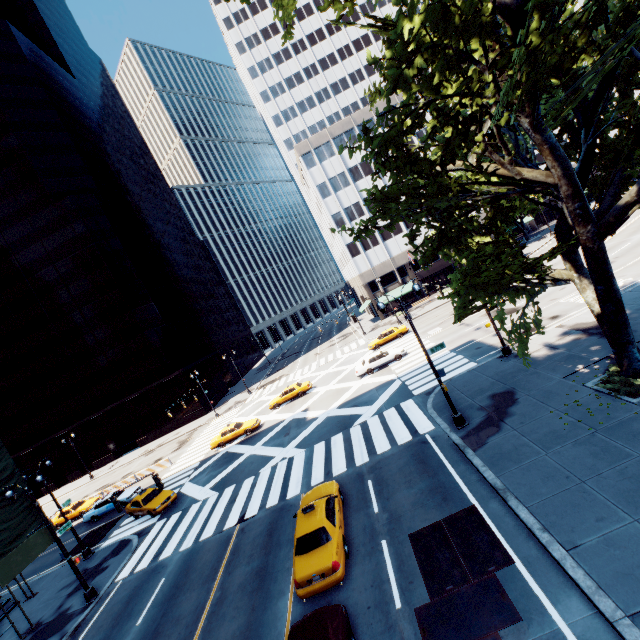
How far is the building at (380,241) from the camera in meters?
53.3

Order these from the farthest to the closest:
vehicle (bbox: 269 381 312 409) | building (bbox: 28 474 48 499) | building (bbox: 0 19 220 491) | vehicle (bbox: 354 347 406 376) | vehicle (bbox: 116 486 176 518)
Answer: building (bbox: 28 474 48 499), building (bbox: 0 19 220 491), vehicle (bbox: 269 381 312 409), vehicle (bbox: 354 347 406 376), vehicle (bbox: 116 486 176 518)

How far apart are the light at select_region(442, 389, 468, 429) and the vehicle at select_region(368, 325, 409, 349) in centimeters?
2220cm

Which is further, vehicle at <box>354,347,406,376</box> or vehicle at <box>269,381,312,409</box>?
vehicle at <box>269,381,312,409</box>

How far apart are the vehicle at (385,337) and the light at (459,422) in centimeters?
2220cm

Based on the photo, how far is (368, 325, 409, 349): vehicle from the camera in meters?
38.2

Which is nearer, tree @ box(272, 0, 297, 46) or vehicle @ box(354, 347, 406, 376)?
tree @ box(272, 0, 297, 46)

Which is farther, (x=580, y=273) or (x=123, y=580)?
(x=123, y=580)
